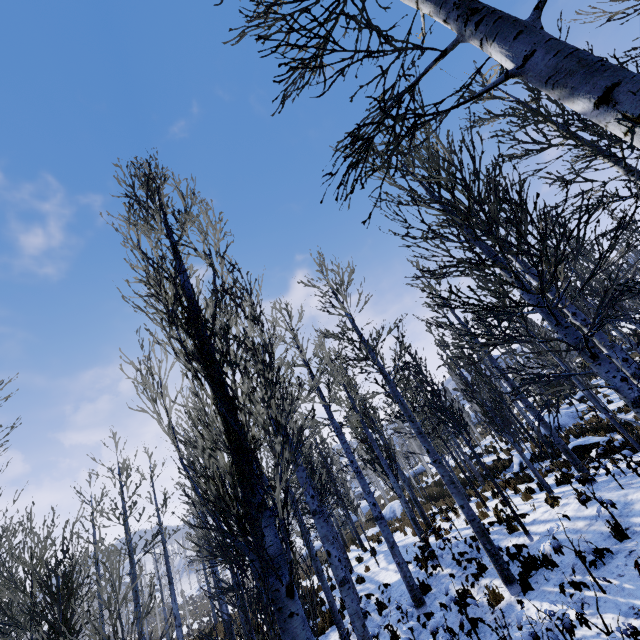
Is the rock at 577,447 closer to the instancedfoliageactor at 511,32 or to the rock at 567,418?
the instancedfoliageactor at 511,32

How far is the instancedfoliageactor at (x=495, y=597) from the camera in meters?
6.4 m

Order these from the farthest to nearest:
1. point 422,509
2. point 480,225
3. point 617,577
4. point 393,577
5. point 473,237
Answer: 1. point 422,509
2. point 393,577
3. point 617,577
4. point 480,225
5. point 473,237

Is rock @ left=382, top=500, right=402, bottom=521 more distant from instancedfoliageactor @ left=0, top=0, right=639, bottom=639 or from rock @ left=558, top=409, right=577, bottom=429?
rock @ left=558, top=409, right=577, bottom=429

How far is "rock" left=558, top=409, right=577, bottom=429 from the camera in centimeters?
1931cm

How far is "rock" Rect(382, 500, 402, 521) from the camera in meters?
25.6 m

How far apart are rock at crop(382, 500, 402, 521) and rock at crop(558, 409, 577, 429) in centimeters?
1267cm

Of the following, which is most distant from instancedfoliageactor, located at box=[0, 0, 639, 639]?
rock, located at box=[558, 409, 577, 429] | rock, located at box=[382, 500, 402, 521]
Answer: rock, located at box=[382, 500, 402, 521]
